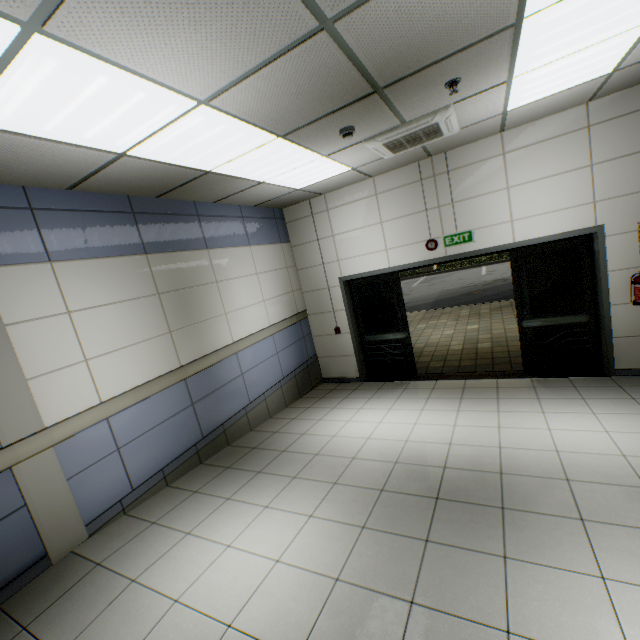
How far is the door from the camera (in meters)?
4.84

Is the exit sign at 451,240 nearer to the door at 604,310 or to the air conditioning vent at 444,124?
the door at 604,310

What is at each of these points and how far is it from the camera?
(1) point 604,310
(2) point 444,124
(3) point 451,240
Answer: (1) door, 4.70m
(2) air conditioning vent, 3.65m
(3) exit sign, 5.40m

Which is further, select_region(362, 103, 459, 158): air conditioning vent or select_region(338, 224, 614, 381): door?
select_region(338, 224, 614, 381): door

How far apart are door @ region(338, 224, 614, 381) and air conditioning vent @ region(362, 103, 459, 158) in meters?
1.9 m

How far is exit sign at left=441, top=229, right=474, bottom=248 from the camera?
5.25m

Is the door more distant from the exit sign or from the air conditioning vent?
the air conditioning vent

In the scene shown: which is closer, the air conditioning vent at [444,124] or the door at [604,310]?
the air conditioning vent at [444,124]
